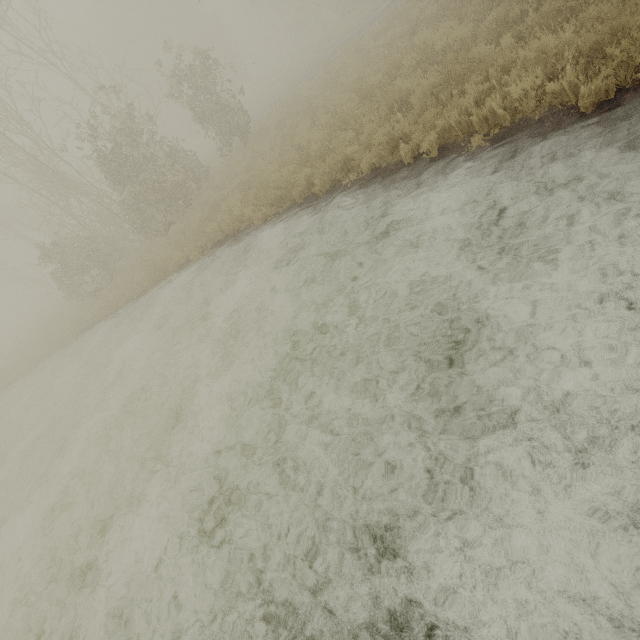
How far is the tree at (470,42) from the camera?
6.53m

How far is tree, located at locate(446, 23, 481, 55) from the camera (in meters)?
6.53

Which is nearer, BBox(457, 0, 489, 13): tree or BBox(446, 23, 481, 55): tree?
BBox(446, 23, 481, 55): tree

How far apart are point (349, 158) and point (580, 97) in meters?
4.7

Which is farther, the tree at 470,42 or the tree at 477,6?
the tree at 477,6
